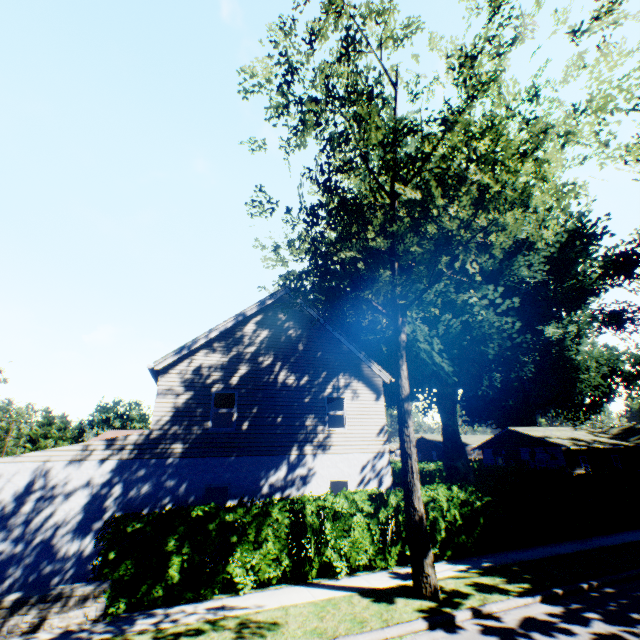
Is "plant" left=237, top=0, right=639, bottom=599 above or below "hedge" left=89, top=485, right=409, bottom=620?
above

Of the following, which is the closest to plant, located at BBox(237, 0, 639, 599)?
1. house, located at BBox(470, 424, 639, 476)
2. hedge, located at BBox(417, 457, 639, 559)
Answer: house, located at BBox(470, 424, 639, 476)

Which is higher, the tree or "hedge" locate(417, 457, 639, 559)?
the tree

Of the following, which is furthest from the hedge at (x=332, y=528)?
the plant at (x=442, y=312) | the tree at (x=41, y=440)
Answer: the plant at (x=442, y=312)

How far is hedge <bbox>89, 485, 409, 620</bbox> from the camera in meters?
7.9

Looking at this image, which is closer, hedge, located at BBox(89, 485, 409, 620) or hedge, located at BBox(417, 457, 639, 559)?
hedge, located at BBox(89, 485, 409, 620)

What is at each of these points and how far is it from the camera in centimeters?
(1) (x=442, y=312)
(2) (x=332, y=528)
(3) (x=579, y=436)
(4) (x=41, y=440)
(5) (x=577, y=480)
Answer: (1) plant, 2588cm
(2) hedge, 996cm
(3) house, 3509cm
(4) tree, 4347cm
(5) hedge, 1501cm
